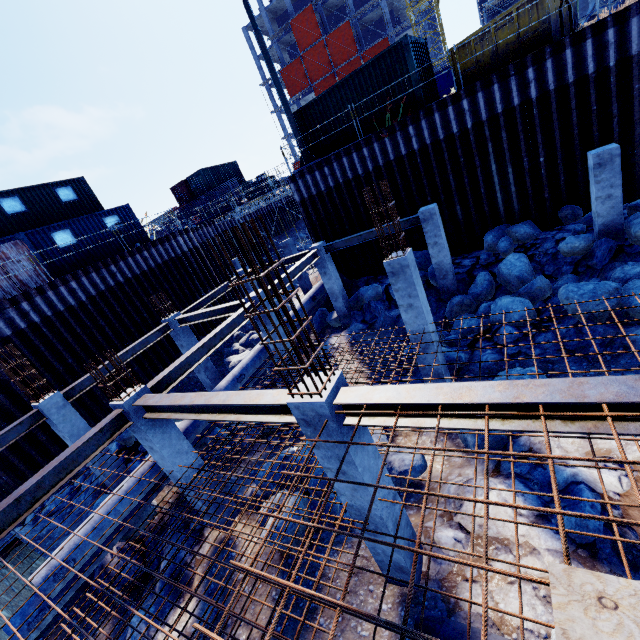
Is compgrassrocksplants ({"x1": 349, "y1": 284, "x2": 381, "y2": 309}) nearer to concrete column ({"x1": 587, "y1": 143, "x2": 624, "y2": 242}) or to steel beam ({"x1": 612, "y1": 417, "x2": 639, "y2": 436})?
concrete column ({"x1": 587, "y1": 143, "x2": 624, "y2": 242})

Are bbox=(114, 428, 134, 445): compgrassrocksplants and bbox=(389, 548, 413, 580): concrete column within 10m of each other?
no

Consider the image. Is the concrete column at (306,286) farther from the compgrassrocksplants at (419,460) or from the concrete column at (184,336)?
the compgrassrocksplants at (419,460)

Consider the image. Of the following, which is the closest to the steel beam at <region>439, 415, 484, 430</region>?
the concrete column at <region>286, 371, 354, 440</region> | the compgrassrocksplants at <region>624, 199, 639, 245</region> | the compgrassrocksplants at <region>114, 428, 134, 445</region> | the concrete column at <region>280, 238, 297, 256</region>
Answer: the concrete column at <region>286, 371, 354, 440</region>

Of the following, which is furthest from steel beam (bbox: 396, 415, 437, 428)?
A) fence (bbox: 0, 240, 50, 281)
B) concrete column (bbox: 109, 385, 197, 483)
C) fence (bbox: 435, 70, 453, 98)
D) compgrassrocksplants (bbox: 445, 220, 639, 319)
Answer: fence (bbox: 435, 70, 453, 98)

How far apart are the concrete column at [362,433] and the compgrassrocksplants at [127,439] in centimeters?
1061cm

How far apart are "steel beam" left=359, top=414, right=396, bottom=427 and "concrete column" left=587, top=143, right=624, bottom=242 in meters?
9.5 m

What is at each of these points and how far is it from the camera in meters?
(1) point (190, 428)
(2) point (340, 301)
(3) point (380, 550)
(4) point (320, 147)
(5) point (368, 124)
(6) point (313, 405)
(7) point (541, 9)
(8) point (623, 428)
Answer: (1) pipe, 10.0
(2) concrete column, 15.3
(3) concrete column, 5.3
(4) cargo container, 16.1
(5) cargo container, 14.4
(6) concrete column, 4.0
(7) dumpster, 10.4
(8) steel beam, 2.8
